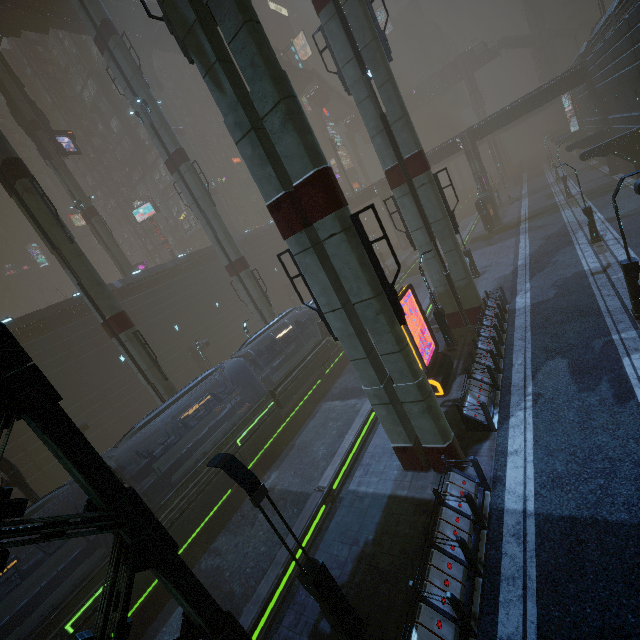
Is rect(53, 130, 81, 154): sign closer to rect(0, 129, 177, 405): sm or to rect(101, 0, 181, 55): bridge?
rect(0, 129, 177, 405): sm

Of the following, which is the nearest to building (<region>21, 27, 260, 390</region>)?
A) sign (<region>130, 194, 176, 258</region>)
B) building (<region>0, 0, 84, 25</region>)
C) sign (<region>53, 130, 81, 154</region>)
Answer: sign (<region>130, 194, 176, 258</region>)

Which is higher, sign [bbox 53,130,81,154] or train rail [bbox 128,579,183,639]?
sign [bbox 53,130,81,154]

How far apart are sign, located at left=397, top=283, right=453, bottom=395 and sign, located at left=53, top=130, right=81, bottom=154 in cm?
3917

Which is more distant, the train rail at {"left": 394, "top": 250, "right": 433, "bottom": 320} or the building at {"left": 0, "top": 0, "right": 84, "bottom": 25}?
the building at {"left": 0, "top": 0, "right": 84, "bottom": 25}

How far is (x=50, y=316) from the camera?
26.6m

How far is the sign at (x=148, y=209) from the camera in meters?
45.8 m

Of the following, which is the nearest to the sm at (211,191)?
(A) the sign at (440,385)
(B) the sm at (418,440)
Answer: (B) the sm at (418,440)
